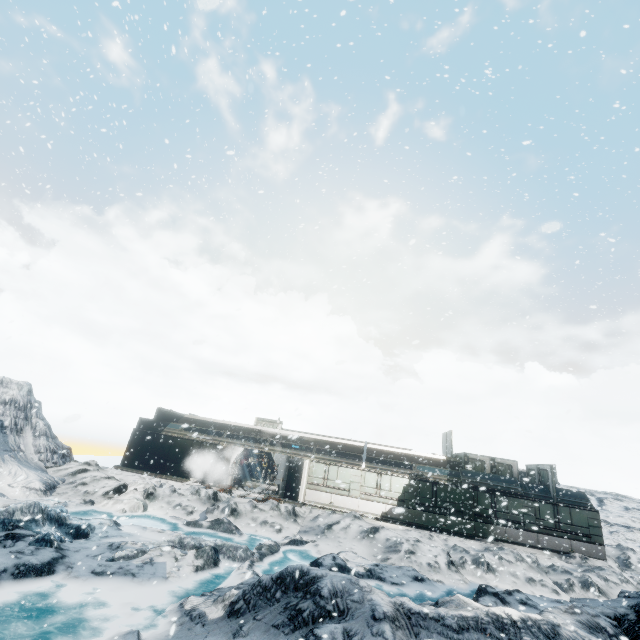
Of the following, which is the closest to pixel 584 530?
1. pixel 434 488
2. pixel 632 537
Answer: pixel 434 488
